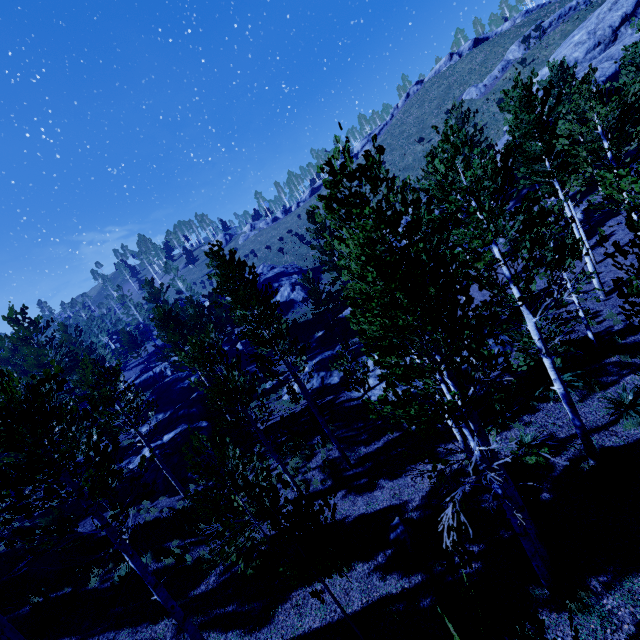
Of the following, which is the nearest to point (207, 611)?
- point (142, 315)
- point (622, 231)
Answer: point (622, 231)

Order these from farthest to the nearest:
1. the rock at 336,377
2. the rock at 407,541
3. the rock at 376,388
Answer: the rock at 336,377 < the rock at 376,388 < the rock at 407,541

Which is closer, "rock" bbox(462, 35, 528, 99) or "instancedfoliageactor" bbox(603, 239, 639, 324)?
"instancedfoliageactor" bbox(603, 239, 639, 324)

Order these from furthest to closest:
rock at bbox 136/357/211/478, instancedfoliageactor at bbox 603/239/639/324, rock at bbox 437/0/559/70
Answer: rock at bbox 437/0/559/70
rock at bbox 136/357/211/478
instancedfoliageactor at bbox 603/239/639/324

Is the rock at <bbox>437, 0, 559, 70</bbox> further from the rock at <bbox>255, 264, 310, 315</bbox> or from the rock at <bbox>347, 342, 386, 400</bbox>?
the rock at <bbox>347, 342, 386, 400</bbox>

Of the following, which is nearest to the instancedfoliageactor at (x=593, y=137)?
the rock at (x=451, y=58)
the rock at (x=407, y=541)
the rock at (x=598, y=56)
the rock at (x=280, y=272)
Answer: the rock at (x=280, y=272)

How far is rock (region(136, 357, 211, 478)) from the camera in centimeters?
1939cm
